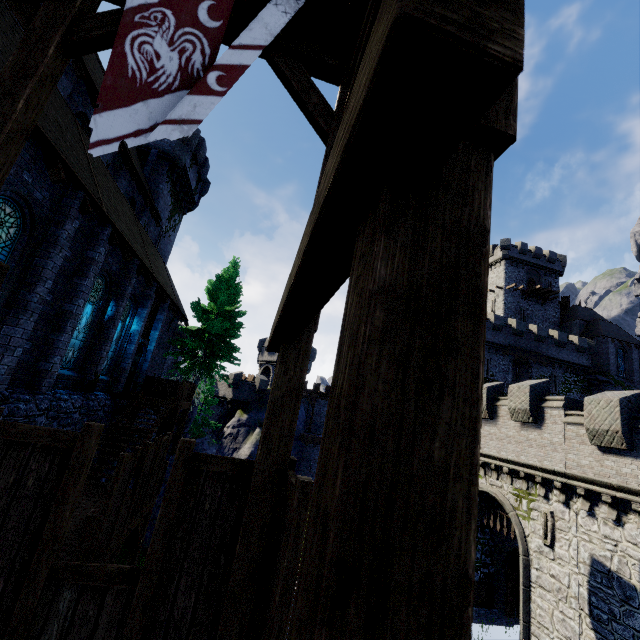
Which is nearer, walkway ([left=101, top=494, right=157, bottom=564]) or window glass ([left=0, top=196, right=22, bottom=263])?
window glass ([left=0, top=196, right=22, bottom=263])

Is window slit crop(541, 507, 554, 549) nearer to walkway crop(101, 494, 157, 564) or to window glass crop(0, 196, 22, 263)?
walkway crop(101, 494, 157, 564)

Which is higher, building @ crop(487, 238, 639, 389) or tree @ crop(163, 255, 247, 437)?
building @ crop(487, 238, 639, 389)

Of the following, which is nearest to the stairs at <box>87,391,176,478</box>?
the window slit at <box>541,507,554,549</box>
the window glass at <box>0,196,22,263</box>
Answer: the window glass at <box>0,196,22,263</box>

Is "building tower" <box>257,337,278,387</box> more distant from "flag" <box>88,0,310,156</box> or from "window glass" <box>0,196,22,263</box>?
"flag" <box>88,0,310,156</box>

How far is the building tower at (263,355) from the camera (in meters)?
43.31

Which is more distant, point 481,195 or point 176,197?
point 176,197

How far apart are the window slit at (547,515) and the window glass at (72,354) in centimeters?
2075cm
